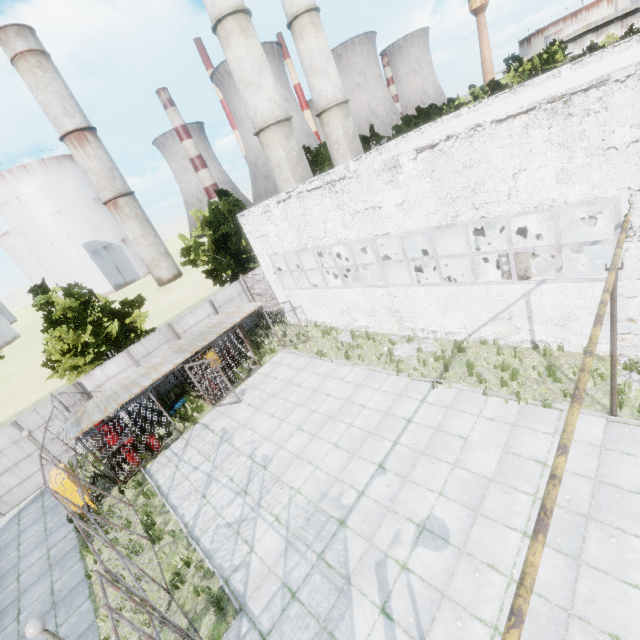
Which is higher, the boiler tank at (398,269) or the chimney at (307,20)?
the chimney at (307,20)

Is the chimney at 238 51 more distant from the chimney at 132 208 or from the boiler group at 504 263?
the chimney at 132 208

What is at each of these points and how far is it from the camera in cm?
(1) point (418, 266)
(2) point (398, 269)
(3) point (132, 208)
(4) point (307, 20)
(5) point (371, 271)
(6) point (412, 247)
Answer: (1) boiler tank, 1945
(2) boiler tank, 2062
(3) chimney, 5775
(4) chimney, 2353
(5) boiler tank, 2222
(6) boiler tank, 1889

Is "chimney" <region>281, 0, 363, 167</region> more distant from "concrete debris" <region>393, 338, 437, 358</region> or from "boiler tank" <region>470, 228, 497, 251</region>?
"concrete debris" <region>393, 338, 437, 358</region>

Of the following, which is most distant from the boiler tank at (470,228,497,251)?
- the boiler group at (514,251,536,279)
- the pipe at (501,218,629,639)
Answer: the pipe at (501,218,629,639)

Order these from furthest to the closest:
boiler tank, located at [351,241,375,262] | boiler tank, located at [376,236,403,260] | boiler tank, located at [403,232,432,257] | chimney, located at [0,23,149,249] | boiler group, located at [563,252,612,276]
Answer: chimney, located at [0,23,149,249]
boiler tank, located at [351,241,375,262]
boiler tank, located at [376,236,403,260]
boiler tank, located at [403,232,432,257]
boiler group, located at [563,252,612,276]

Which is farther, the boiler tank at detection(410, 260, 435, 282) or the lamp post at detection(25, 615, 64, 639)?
the boiler tank at detection(410, 260, 435, 282)

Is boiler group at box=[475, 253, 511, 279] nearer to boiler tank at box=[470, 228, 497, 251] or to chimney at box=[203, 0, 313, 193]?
boiler tank at box=[470, 228, 497, 251]
